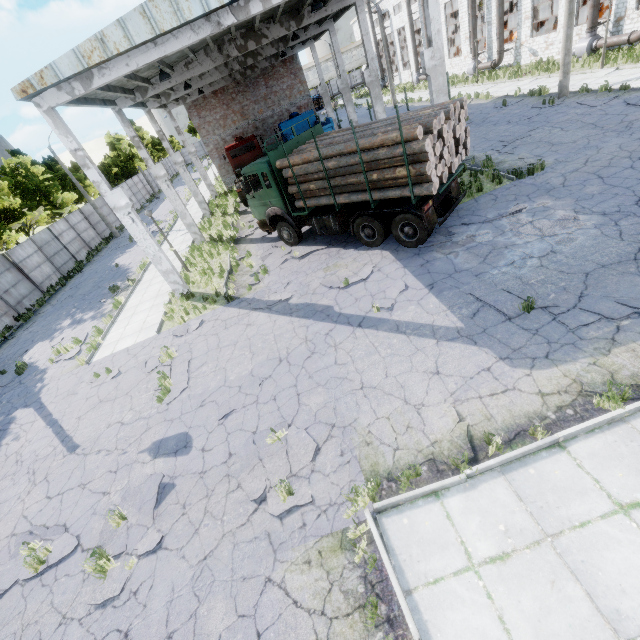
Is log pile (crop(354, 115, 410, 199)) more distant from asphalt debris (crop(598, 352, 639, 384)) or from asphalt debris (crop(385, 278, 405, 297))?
asphalt debris (crop(598, 352, 639, 384))

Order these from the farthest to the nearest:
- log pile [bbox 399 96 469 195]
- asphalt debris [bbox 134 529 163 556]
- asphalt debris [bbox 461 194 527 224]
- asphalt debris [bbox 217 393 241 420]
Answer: asphalt debris [bbox 461 194 527 224] < log pile [bbox 399 96 469 195] < asphalt debris [bbox 217 393 241 420] < asphalt debris [bbox 134 529 163 556]

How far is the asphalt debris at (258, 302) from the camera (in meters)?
11.40

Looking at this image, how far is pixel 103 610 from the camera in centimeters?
530cm

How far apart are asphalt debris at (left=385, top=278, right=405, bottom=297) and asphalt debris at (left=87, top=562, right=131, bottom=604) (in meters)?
6.39

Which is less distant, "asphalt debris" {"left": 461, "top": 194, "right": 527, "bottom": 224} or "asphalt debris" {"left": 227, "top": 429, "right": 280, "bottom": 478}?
"asphalt debris" {"left": 227, "top": 429, "right": 280, "bottom": 478}

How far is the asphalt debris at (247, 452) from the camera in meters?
6.5

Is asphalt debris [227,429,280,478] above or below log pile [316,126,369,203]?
below
